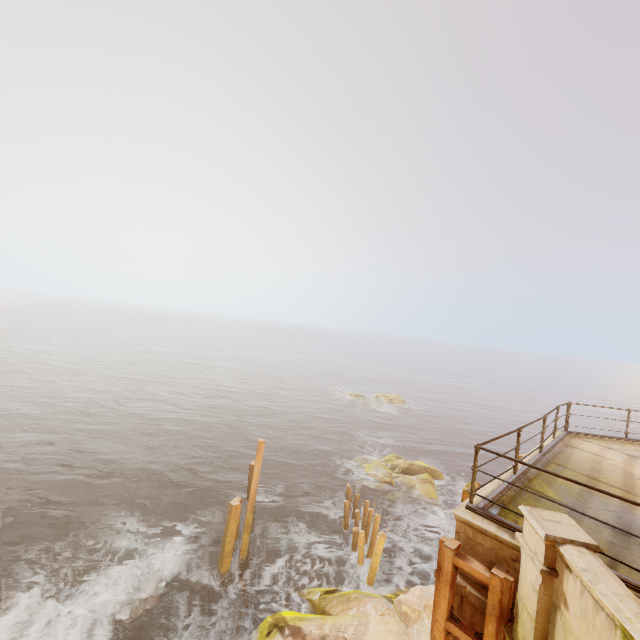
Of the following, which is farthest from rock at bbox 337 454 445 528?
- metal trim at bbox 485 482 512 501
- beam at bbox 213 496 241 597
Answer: metal trim at bbox 485 482 512 501

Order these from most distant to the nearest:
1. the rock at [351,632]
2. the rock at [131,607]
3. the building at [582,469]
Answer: the rock at [131,607] → the rock at [351,632] → the building at [582,469]

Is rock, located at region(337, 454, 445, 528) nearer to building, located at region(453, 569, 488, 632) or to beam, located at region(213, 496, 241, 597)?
building, located at region(453, 569, 488, 632)

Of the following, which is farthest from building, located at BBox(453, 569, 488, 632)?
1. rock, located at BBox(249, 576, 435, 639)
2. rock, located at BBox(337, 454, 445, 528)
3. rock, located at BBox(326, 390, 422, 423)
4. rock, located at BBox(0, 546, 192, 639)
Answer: rock, located at BBox(326, 390, 422, 423)

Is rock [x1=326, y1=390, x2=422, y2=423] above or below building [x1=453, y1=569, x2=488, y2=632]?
below

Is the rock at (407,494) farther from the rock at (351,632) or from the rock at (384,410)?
the rock at (384,410)

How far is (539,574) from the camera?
3.5m

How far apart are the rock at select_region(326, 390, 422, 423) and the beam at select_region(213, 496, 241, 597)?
30.2m
